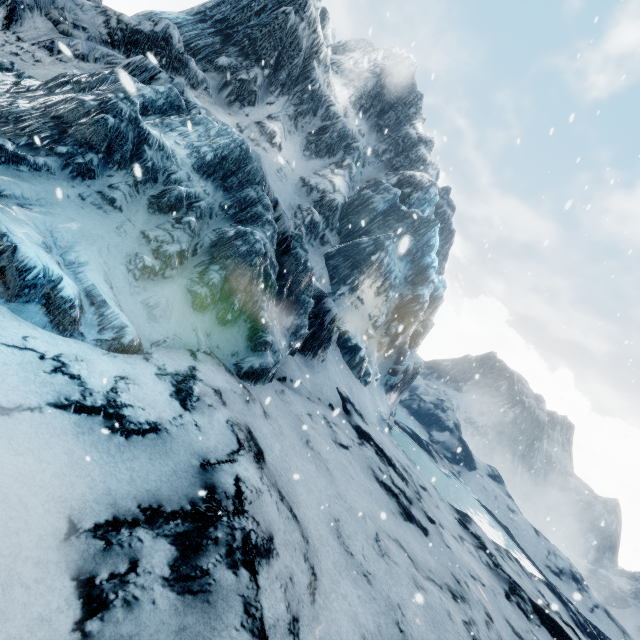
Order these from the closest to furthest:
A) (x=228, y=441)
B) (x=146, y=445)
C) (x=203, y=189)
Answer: (x=146, y=445), (x=228, y=441), (x=203, y=189)
